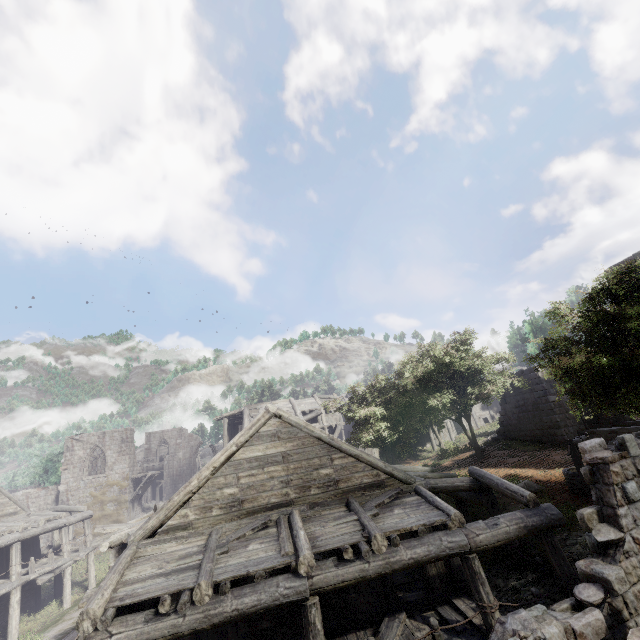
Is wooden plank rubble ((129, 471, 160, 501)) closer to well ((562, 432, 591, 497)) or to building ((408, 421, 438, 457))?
building ((408, 421, 438, 457))

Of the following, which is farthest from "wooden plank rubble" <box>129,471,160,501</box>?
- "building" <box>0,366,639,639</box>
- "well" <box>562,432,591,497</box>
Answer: "well" <box>562,432,591,497</box>

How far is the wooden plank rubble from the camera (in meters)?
33.33

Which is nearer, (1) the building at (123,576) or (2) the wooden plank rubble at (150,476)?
(1) the building at (123,576)

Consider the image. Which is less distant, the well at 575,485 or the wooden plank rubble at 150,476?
the well at 575,485

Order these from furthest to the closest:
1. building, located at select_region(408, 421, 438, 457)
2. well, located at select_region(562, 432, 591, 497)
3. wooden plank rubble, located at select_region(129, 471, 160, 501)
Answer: wooden plank rubble, located at select_region(129, 471, 160, 501) < building, located at select_region(408, 421, 438, 457) < well, located at select_region(562, 432, 591, 497)

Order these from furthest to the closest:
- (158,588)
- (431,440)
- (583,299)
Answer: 1. (431,440)
2. (583,299)
3. (158,588)
